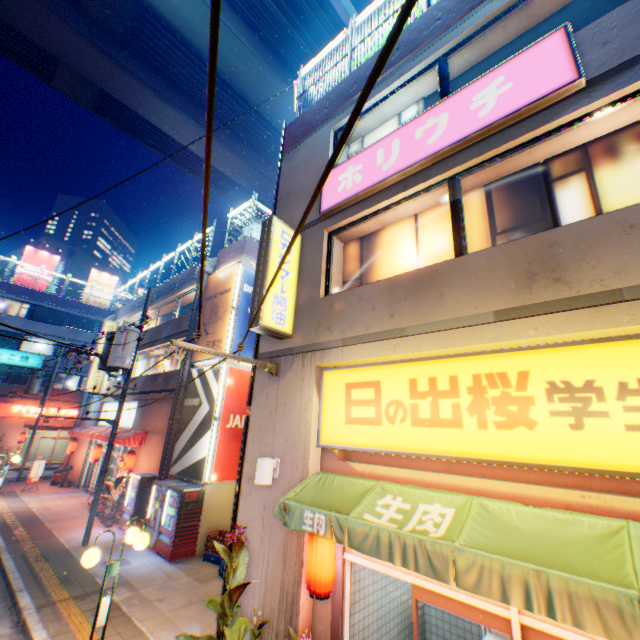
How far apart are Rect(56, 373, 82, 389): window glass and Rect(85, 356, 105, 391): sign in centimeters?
1300cm

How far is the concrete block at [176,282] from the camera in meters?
18.1

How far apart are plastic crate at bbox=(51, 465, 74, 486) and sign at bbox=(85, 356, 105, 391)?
4.8m

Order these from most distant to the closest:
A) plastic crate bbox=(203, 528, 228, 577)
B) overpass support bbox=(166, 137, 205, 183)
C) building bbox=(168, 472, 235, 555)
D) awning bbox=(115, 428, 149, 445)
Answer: overpass support bbox=(166, 137, 205, 183)
awning bbox=(115, 428, 149, 445)
building bbox=(168, 472, 235, 555)
plastic crate bbox=(203, 528, 228, 577)

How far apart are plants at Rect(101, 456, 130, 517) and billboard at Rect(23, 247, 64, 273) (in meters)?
27.67

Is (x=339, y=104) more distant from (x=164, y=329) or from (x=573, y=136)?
(x=164, y=329)

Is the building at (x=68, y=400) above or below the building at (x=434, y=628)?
above

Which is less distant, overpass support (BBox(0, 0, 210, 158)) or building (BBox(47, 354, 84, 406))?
A: overpass support (BBox(0, 0, 210, 158))
